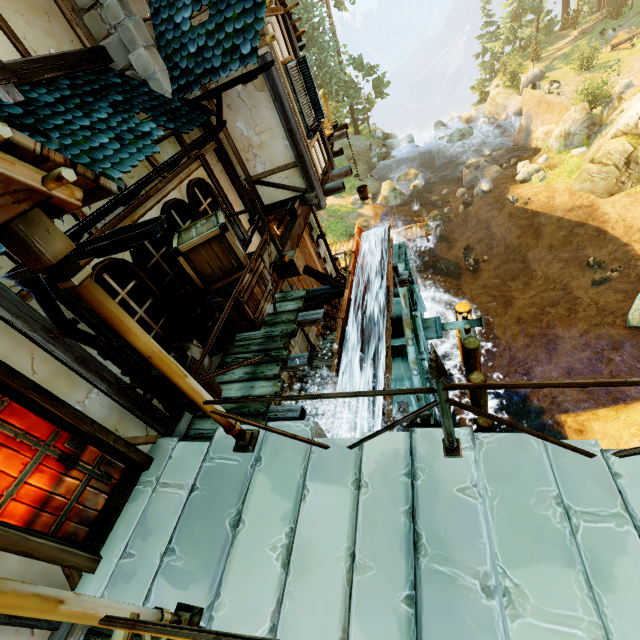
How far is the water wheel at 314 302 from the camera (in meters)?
8.73

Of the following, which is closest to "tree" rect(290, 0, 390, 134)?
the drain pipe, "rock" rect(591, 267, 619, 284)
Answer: "rock" rect(591, 267, 619, 284)

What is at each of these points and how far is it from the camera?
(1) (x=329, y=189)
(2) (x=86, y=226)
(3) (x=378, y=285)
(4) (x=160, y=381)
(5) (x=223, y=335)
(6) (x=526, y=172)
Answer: (1) wooden platform, 7.5m
(2) gutter, 3.4m
(3) drain, 8.3m
(4) barrel, 3.7m
(5) barrel, 4.7m
(6) rock, 20.9m

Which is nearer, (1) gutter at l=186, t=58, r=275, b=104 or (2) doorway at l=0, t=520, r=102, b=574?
(2) doorway at l=0, t=520, r=102, b=574

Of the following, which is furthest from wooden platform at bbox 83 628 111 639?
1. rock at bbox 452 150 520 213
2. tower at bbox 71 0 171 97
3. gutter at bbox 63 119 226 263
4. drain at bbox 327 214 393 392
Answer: rock at bbox 452 150 520 213

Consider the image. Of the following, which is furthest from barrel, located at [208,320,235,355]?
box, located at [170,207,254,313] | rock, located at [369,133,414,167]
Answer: rock, located at [369,133,414,167]

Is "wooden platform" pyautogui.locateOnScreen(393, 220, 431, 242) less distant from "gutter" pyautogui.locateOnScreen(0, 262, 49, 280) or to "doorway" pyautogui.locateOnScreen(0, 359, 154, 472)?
"gutter" pyautogui.locateOnScreen(0, 262, 49, 280)

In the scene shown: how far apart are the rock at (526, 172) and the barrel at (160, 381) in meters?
24.1 m
